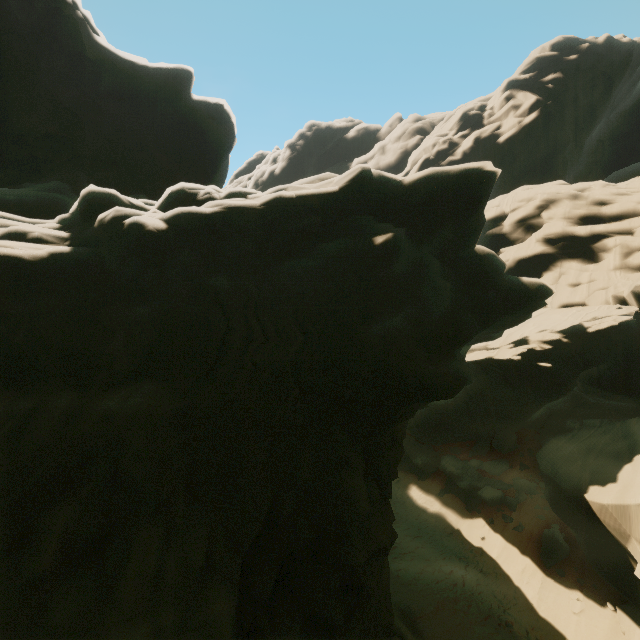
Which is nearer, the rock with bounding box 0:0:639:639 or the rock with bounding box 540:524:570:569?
the rock with bounding box 0:0:639:639

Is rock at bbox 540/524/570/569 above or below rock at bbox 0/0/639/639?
below

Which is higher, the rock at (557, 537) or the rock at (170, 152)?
the rock at (170, 152)

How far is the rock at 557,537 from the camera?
16.11m

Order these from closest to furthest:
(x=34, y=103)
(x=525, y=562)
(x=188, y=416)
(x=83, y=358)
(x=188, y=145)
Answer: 1. (x=83, y=358)
2. (x=188, y=416)
3. (x=525, y=562)
4. (x=34, y=103)
5. (x=188, y=145)

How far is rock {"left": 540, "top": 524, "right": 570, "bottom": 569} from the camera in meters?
16.1 m
